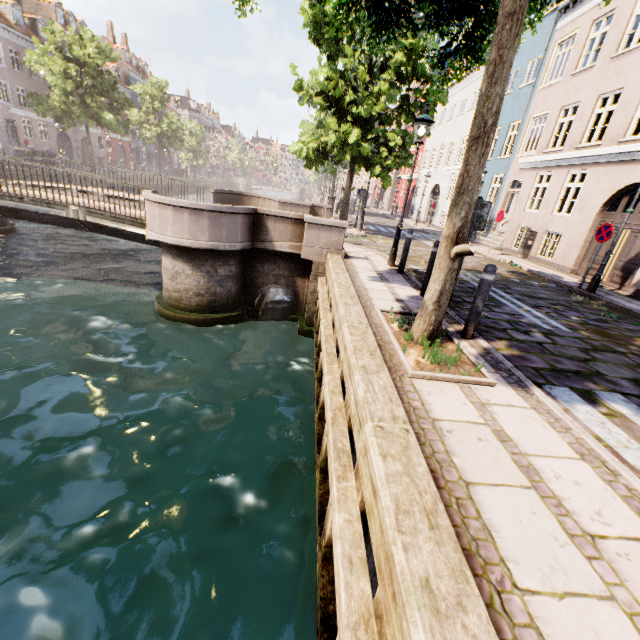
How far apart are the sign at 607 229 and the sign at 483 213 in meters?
6.3 m

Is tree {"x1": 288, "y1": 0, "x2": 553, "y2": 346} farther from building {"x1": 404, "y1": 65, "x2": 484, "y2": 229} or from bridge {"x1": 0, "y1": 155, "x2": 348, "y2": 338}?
building {"x1": 404, "y1": 65, "x2": 484, "y2": 229}

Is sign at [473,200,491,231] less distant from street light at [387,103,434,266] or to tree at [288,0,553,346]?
tree at [288,0,553,346]

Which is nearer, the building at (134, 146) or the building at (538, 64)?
the building at (538, 64)

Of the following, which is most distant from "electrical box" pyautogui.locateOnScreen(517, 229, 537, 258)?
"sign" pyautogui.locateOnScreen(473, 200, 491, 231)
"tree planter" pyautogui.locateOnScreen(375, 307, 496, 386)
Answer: "tree planter" pyautogui.locateOnScreen(375, 307, 496, 386)

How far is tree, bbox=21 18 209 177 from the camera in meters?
24.5 m

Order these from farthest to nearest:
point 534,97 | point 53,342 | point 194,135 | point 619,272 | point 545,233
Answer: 1. point 194,135
2. point 534,97
3. point 545,233
4. point 619,272
5. point 53,342

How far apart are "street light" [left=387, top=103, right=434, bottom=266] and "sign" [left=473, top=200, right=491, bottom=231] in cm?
306
